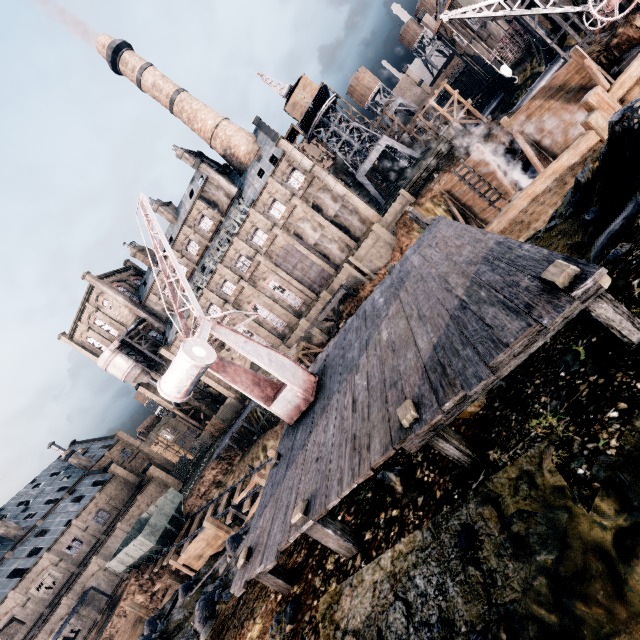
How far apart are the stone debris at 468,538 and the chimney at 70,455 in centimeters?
7131cm

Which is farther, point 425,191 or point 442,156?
point 442,156

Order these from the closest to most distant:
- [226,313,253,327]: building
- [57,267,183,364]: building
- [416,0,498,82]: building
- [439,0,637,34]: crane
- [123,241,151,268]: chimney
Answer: [439,0,637,34]: crane, [226,313,253,327]: building, [416,0,498,82]: building, [57,267,183,364]: building, [123,241,151,268]: chimney

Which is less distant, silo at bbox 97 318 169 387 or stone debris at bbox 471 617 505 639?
stone debris at bbox 471 617 505 639

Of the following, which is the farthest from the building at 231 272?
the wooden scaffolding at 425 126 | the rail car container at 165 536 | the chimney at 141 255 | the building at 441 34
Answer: the rail car container at 165 536

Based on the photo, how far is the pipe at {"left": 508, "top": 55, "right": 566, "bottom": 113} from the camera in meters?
36.9

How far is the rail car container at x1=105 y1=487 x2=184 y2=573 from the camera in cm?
2970

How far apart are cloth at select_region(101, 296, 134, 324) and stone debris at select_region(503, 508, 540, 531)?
61.6 meters
